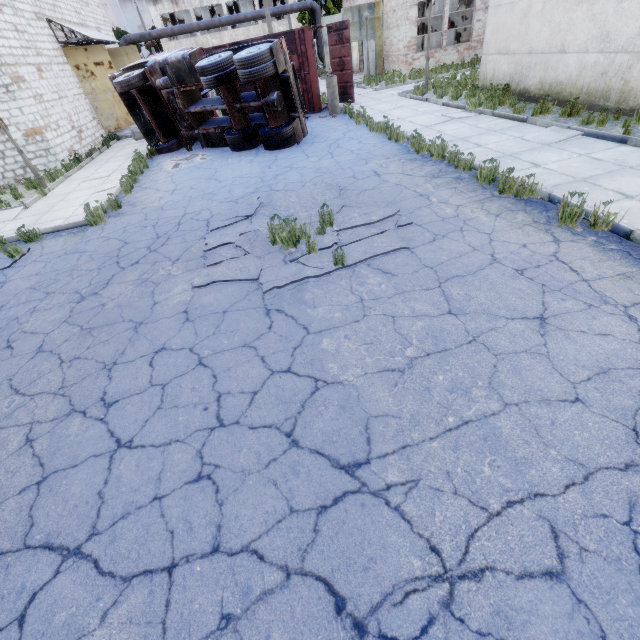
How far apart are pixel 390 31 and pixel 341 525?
27.7 meters

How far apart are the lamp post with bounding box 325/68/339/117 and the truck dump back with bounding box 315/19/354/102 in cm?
177

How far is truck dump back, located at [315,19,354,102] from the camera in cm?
1423

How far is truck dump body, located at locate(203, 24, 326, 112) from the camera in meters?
13.7 m

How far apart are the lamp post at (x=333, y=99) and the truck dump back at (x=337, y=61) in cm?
177

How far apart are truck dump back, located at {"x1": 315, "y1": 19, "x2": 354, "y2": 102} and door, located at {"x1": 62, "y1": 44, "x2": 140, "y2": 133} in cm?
1243

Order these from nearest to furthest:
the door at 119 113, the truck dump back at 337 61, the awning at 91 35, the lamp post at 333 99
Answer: the lamp post at 333 99, the truck dump back at 337 61, the awning at 91 35, the door at 119 113

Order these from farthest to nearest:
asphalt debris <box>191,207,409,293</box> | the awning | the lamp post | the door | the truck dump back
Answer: the door → the awning → the truck dump back → the lamp post → asphalt debris <box>191,207,409,293</box>
